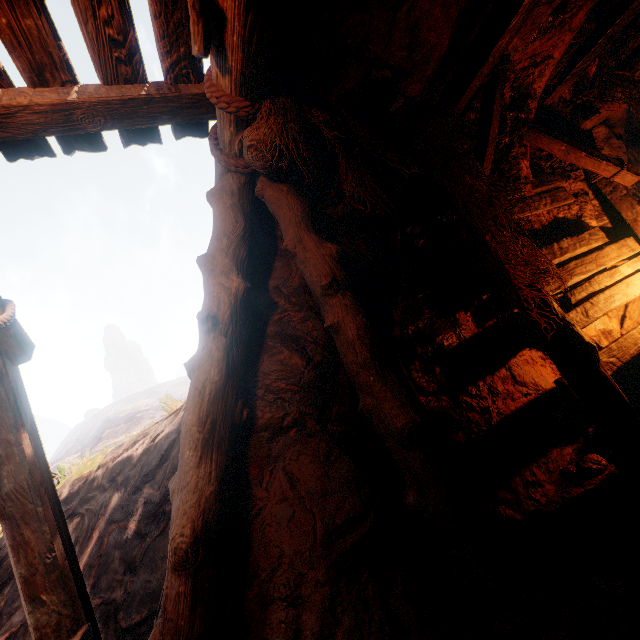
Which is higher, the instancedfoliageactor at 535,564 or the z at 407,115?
the z at 407,115

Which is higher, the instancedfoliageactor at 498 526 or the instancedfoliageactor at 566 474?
the instancedfoliageactor at 498 526

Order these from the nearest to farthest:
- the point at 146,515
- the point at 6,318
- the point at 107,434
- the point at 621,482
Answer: the point at 6,318
the point at 621,482
the point at 146,515
the point at 107,434

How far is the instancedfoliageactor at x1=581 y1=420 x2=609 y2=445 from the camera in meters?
3.6

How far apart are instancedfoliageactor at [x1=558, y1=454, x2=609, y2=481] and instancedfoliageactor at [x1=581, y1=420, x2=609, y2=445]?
0.08m

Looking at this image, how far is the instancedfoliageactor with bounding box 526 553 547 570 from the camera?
2.3m

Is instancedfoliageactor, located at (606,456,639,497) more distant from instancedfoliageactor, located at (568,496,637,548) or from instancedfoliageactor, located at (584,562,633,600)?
instancedfoliageactor, located at (584,562,633,600)

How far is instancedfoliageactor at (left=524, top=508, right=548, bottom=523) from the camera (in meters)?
2.79
